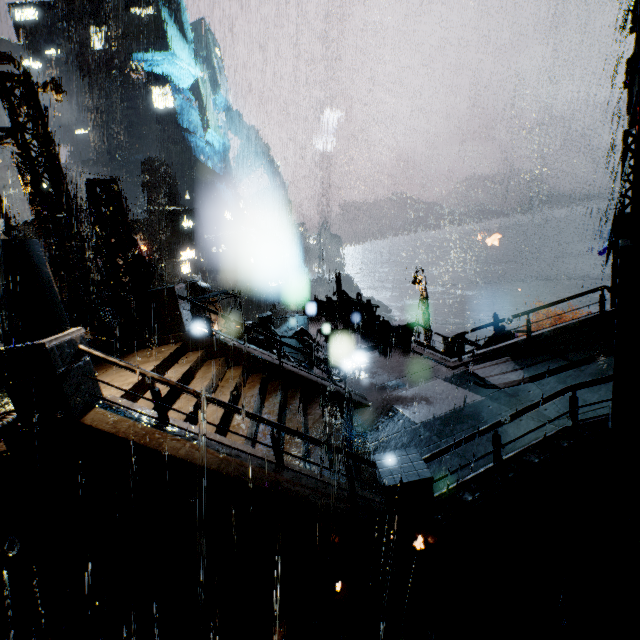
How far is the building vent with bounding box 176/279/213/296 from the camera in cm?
2758

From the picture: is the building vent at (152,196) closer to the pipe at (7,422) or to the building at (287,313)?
the building at (287,313)

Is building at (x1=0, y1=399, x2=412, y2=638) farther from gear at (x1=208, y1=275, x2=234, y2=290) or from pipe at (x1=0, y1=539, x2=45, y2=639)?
gear at (x1=208, y1=275, x2=234, y2=290)

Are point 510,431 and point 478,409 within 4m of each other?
yes

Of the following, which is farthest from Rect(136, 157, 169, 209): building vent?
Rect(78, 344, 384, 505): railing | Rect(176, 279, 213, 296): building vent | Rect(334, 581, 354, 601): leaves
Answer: Rect(334, 581, 354, 601): leaves

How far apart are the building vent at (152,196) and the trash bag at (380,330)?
57.41m

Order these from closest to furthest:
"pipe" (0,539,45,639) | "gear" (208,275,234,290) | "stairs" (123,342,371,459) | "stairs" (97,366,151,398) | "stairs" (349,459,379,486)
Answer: "pipe" (0,539,45,639), "stairs" (97,366,151,398), "stairs" (349,459,379,486), "stairs" (123,342,371,459), "gear" (208,275,234,290)

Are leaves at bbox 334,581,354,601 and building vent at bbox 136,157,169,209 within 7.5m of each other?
no
